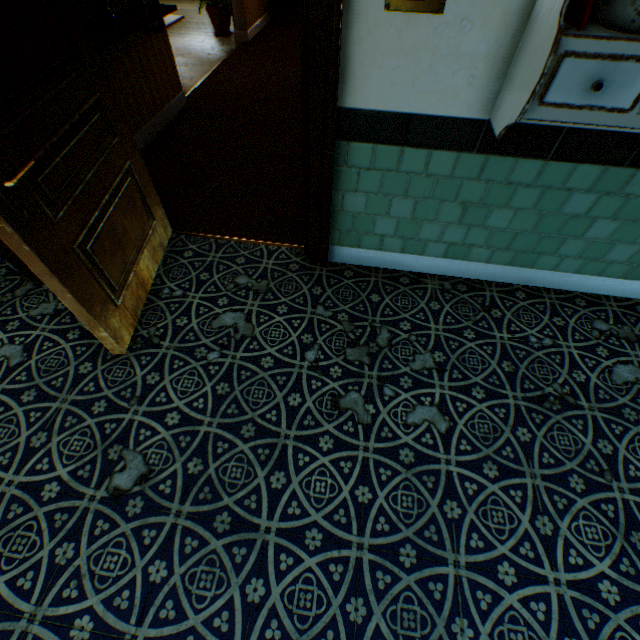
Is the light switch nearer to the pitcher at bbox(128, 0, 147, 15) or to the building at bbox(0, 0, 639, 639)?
the building at bbox(0, 0, 639, 639)

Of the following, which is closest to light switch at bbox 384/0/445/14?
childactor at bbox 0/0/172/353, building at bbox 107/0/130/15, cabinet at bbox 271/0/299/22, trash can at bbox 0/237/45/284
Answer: building at bbox 107/0/130/15

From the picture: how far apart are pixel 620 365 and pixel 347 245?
Answer: 2.0m

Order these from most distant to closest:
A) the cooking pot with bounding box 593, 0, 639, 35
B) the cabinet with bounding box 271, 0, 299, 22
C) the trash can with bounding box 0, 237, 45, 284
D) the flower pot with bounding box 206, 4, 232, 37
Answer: the cabinet with bounding box 271, 0, 299, 22 → the flower pot with bounding box 206, 4, 232, 37 → the trash can with bounding box 0, 237, 45, 284 → the cooking pot with bounding box 593, 0, 639, 35

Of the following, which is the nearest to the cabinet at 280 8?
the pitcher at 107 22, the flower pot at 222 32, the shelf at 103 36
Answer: the flower pot at 222 32

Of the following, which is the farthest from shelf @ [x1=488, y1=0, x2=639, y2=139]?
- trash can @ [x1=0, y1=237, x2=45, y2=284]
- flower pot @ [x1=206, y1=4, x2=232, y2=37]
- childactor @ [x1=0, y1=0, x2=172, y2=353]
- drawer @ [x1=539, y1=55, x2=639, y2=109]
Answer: flower pot @ [x1=206, y1=4, x2=232, y2=37]

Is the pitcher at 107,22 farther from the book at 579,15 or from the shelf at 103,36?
the book at 579,15

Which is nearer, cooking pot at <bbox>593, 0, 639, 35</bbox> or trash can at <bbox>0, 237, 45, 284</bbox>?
cooking pot at <bbox>593, 0, 639, 35</bbox>
